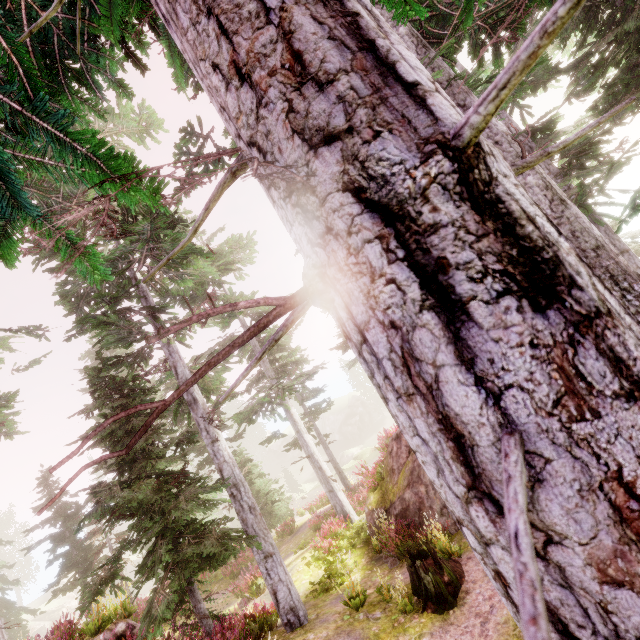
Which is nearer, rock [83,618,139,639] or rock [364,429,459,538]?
rock [83,618,139,639]

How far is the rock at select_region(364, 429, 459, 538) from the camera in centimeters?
1116cm

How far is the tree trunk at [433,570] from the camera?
7.6m

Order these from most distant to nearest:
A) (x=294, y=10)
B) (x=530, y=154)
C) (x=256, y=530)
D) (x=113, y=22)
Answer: (x=256, y=530) → (x=530, y=154) → (x=113, y=22) → (x=294, y=10)

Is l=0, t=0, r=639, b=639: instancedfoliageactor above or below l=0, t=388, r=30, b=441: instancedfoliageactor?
below

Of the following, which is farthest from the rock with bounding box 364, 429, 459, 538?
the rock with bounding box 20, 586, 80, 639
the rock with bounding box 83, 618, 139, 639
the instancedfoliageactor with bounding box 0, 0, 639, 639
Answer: the rock with bounding box 20, 586, 80, 639

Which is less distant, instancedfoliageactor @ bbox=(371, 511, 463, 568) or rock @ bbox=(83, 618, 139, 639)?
rock @ bbox=(83, 618, 139, 639)

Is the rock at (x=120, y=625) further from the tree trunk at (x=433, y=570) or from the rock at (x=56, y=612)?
the rock at (x=56, y=612)
